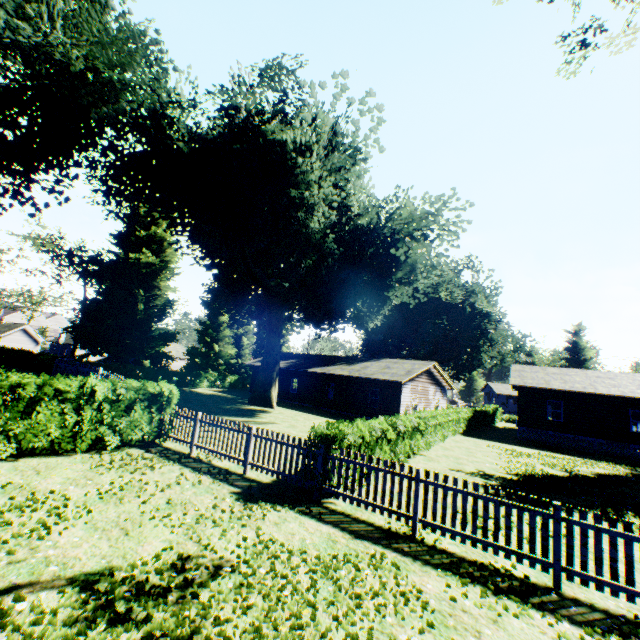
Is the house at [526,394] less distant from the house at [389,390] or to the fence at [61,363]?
the house at [389,390]

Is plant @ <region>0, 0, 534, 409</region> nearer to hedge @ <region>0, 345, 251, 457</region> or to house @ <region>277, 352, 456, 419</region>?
hedge @ <region>0, 345, 251, 457</region>

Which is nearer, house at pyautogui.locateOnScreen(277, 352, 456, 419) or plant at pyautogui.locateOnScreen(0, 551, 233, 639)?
plant at pyautogui.locateOnScreen(0, 551, 233, 639)

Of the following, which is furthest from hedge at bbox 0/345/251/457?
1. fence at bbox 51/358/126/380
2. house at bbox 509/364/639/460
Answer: house at bbox 509/364/639/460

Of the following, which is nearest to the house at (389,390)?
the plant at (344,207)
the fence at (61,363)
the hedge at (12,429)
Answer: the hedge at (12,429)

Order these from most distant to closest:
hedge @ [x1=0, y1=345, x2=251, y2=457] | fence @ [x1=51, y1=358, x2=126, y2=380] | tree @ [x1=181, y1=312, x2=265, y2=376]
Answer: tree @ [x1=181, y1=312, x2=265, y2=376] < fence @ [x1=51, y1=358, x2=126, y2=380] < hedge @ [x1=0, y1=345, x2=251, y2=457]

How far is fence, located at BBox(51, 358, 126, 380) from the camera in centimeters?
1475cm

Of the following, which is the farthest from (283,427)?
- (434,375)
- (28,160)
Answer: (28,160)
